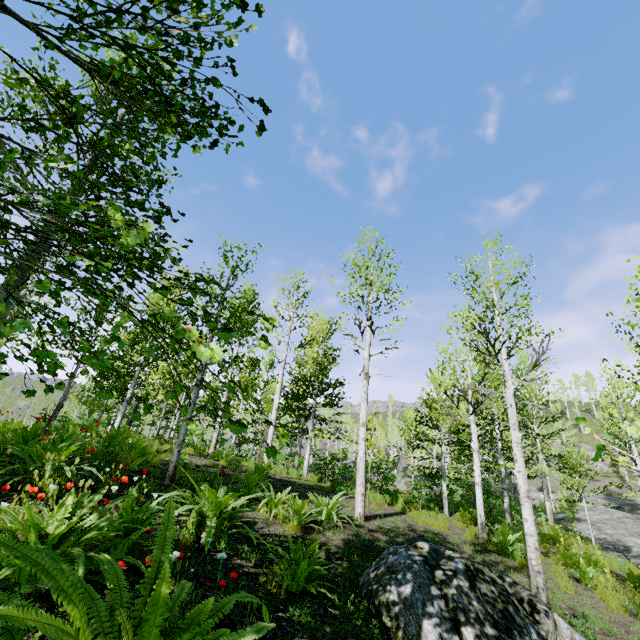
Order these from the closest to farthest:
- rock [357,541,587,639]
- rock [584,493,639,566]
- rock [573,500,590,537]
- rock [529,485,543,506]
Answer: rock [357,541,587,639] < rock [584,493,639,566] < rock [573,500,590,537] < rock [529,485,543,506]

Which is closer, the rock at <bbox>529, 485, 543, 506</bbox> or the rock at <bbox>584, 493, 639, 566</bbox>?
the rock at <bbox>584, 493, 639, 566</bbox>

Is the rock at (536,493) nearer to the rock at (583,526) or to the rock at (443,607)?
the rock at (583,526)

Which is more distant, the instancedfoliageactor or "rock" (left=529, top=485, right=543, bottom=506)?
"rock" (left=529, top=485, right=543, bottom=506)

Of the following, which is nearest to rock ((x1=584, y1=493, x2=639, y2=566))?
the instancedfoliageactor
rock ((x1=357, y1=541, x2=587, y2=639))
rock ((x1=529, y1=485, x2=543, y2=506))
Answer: the instancedfoliageactor

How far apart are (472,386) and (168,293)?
33.4m
